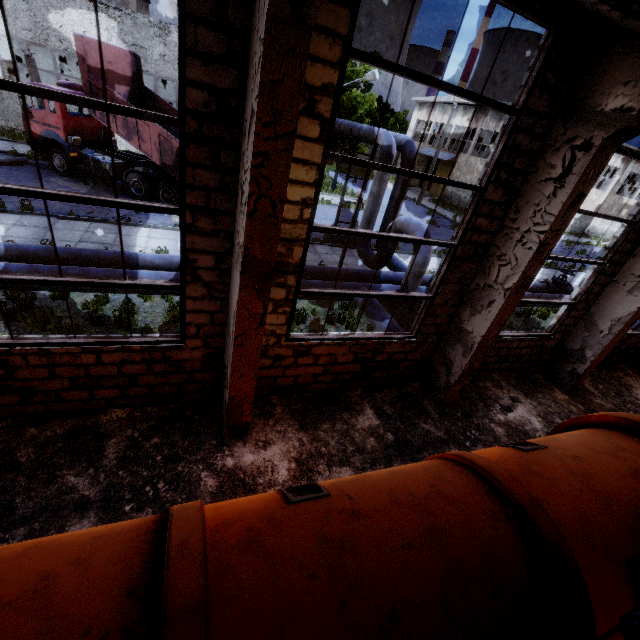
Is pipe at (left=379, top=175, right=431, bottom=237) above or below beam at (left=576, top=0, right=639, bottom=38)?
below

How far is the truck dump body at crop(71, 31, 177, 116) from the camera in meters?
12.9

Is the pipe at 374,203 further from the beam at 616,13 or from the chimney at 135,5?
the chimney at 135,5

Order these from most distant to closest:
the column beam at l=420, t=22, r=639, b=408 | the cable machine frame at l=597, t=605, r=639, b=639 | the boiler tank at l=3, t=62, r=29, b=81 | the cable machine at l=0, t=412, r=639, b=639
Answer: → the boiler tank at l=3, t=62, r=29, b=81 < the column beam at l=420, t=22, r=639, b=408 < the cable machine frame at l=597, t=605, r=639, b=639 < the cable machine at l=0, t=412, r=639, b=639

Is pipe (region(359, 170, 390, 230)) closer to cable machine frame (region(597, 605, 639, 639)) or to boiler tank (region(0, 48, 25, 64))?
cable machine frame (region(597, 605, 639, 639))

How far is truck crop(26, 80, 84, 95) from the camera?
13.91m

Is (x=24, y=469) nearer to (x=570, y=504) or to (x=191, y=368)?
(x=191, y=368)

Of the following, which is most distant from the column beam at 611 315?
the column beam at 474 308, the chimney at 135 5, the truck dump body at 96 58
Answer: the chimney at 135 5
